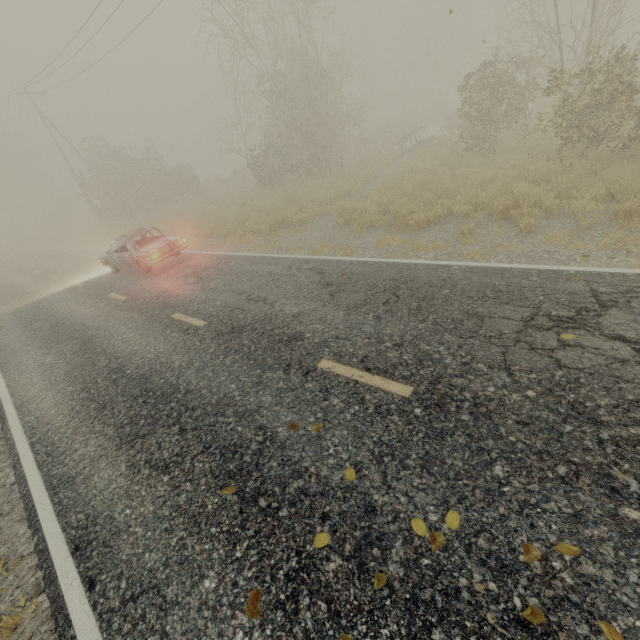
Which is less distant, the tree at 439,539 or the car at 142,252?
the tree at 439,539

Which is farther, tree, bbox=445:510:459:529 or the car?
the car

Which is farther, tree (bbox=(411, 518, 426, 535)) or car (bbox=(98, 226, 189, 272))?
car (bbox=(98, 226, 189, 272))

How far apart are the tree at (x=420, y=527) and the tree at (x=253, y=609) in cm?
143

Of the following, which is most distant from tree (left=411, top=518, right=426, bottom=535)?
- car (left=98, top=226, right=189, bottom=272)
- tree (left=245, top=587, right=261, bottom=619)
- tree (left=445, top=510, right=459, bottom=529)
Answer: car (left=98, top=226, right=189, bottom=272)

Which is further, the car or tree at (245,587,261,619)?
the car

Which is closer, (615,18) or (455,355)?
(455,355)

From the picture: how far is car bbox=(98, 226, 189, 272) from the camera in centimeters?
1168cm
